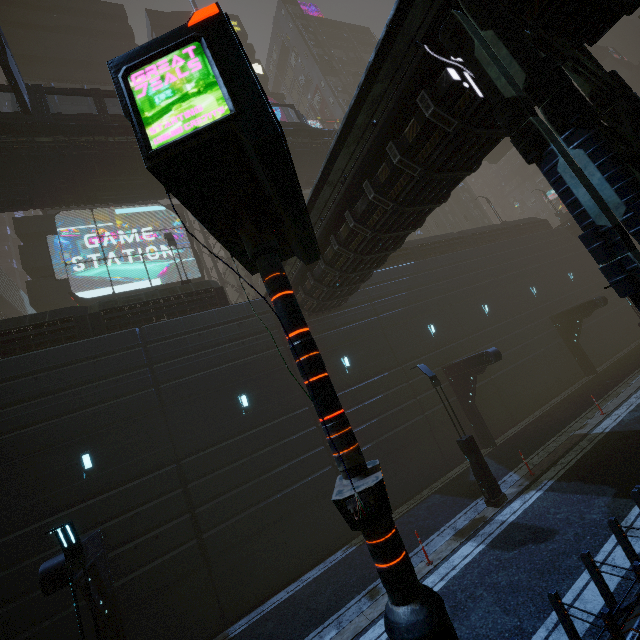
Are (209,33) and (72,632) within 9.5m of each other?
no

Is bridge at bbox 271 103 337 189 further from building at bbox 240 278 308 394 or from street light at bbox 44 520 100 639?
street light at bbox 44 520 100 639

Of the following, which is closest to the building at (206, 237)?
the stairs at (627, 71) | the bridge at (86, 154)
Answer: the bridge at (86, 154)

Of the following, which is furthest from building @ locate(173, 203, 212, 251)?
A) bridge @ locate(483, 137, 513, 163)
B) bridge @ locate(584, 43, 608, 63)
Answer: bridge @ locate(483, 137, 513, 163)

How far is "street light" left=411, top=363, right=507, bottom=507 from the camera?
11.6 meters

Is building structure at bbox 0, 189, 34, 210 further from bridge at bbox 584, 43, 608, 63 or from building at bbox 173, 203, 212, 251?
bridge at bbox 584, 43, 608, 63

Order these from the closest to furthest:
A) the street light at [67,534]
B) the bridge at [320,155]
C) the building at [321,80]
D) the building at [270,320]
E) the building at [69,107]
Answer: the street light at [67,534] < the building at [270,320] < the bridge at [320,155] < the building at [69,107] < the building at [321,80]

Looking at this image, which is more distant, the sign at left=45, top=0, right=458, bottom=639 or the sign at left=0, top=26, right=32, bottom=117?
the sign at left=0, top=26, right=32, bottom=117
